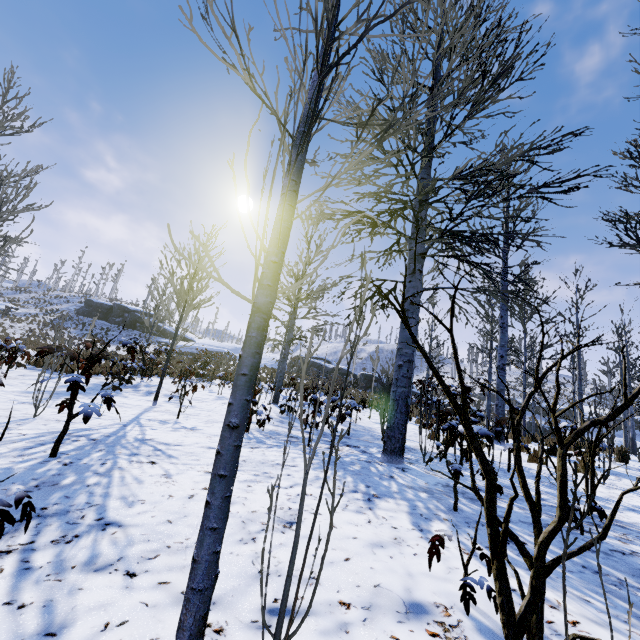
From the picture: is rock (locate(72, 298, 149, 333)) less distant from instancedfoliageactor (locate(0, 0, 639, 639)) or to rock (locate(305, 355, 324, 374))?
rock (locate(305, 355, 324, 374))

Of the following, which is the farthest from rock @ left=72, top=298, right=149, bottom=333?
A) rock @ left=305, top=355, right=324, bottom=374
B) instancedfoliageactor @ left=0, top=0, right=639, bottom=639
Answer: instancedfoliageactor @ left=0, top=0, right=639, bottom=639

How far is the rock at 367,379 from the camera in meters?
33.2 m

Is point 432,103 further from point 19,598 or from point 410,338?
point 410,338

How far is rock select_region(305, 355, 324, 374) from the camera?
39.1 meters

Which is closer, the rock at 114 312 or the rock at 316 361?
the rock at 316 361
